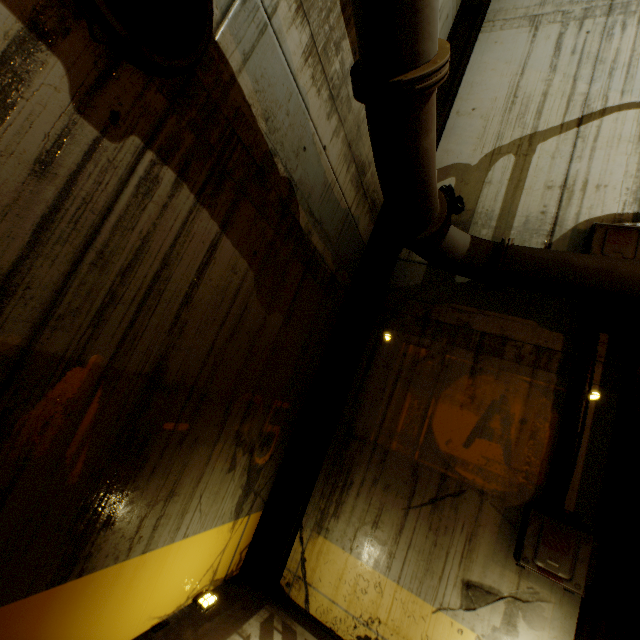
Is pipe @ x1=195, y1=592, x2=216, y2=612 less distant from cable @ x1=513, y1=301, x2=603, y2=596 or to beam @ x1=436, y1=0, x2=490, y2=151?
beam @ x1=436, y1=0, x2=490, y2=151

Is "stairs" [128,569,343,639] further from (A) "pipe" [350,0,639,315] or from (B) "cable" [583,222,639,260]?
(B) "cable" [583,222,639,260]

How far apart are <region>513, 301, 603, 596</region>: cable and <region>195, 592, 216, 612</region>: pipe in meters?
3.2 m

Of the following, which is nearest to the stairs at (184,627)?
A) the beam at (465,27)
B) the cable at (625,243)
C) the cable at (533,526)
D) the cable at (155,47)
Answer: the beam at (465,27)

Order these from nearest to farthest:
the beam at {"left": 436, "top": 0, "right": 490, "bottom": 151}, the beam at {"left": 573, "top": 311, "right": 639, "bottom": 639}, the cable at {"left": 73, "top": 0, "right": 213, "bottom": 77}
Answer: the cable at {"left": 73, "top": 0, "right": 213, "bottom": 77} → the beam at {"left": 573, "top": 311, "right": 639, "bottom": 639} → the beam at {"left": 436, "top": 0, "right": 490, "bottom": 151}

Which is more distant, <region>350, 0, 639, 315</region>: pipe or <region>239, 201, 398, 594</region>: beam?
<region>239, 201, 398, 594</region>: beam

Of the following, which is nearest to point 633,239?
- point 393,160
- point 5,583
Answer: point 393,160

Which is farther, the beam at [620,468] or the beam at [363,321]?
the beam at [363,321]
